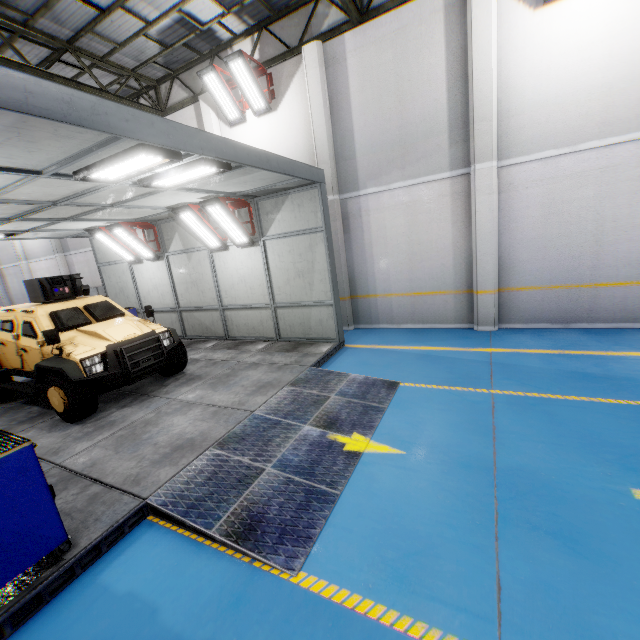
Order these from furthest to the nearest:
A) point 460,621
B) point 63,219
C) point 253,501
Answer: point 63,219, point 253,501, point 460,621

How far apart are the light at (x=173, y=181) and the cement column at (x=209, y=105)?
5.3m

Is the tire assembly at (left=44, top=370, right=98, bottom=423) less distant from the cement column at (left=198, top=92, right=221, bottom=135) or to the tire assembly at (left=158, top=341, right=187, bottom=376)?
the tire assembly at (left=158, top=341, right=187, bottom=376)

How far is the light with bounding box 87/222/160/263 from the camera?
9.80m

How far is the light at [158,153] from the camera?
4.0m

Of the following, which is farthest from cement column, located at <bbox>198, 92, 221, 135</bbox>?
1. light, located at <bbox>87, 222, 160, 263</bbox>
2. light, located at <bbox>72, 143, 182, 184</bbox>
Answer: light, located at <bbox>72, 143, 182, 184</bbox>

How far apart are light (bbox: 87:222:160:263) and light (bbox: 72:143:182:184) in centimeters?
517cm

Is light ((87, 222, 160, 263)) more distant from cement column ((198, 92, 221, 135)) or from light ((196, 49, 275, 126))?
light ((196, 49, 275, 126))
